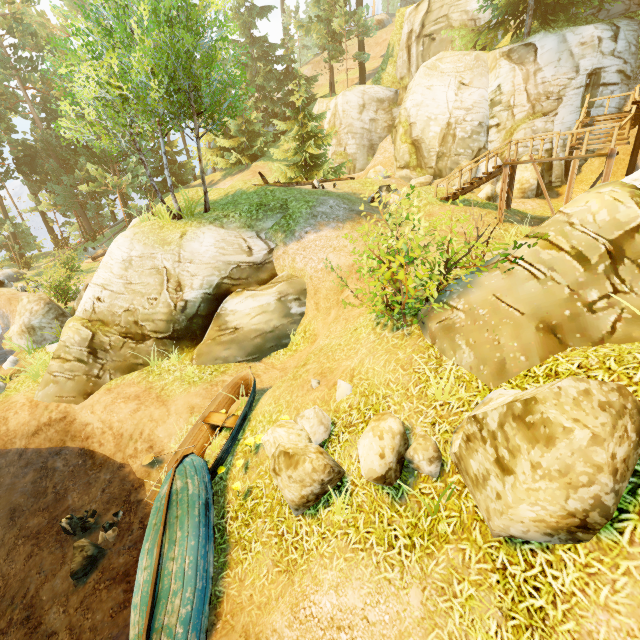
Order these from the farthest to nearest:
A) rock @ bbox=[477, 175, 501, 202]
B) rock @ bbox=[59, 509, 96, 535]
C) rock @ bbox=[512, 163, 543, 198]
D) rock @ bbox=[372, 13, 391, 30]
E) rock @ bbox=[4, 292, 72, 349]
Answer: rock @ bbox=[372, 13, 391, 30] < rock @ bbox=[512, 163, 543, 198] < rock @ bbox=[477, 175, 501, 202] < rock @ bbox=[4, 292, 72, 349] < rock @ bbox=[59, 509, 96, 535]

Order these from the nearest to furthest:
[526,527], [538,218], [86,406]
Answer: [526,527]
[86,406]
[538,218]

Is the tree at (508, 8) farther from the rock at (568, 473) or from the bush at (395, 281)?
the rock at (568, 473)

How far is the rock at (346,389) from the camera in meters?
6.4

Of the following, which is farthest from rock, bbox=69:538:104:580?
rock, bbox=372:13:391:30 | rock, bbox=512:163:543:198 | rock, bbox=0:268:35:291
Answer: rock, bbox=372:13:391:30

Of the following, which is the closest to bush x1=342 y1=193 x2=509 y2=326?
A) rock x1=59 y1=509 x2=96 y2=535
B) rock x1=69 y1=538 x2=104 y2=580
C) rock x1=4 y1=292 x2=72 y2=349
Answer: rock x1=69 y1=538 x2=104 y2=580

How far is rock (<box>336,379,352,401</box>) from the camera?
6.45m

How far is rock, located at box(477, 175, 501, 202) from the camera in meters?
17.1 m
